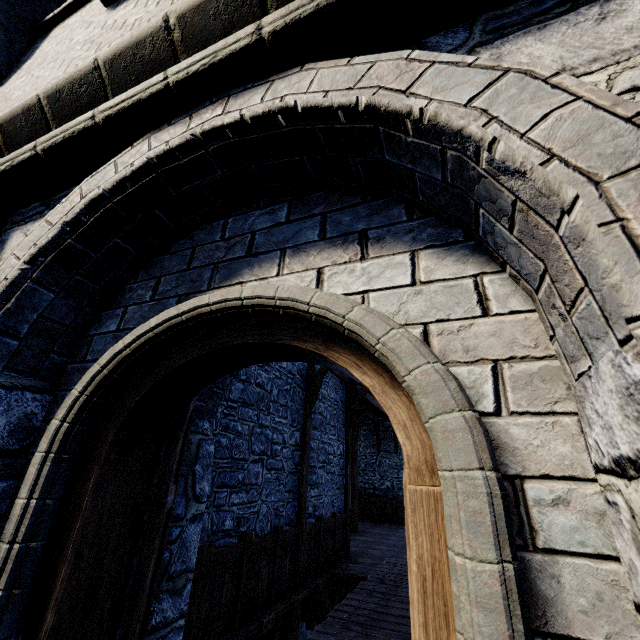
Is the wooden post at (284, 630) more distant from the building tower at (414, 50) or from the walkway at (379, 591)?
the building tower at (414, 50)

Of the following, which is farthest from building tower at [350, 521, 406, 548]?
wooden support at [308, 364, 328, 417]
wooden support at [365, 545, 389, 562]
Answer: wooden support at [308, 364, 328, 417]

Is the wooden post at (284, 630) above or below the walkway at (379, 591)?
below

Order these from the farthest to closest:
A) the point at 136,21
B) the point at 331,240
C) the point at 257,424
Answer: the point at 257,424 → the point at 136,21 → the point at 331,240

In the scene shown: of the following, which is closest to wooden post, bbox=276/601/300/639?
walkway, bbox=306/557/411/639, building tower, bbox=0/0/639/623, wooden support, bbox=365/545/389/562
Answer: walkway, bbox=306/557/411/639

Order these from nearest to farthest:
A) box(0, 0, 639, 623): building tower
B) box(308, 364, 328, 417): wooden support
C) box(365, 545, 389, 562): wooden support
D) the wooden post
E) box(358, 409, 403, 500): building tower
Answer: box(0, 0, 639, 623): building tower < the wooden post < box(308, 364, 328, 417): wooden support < box(365, 545, 389, 562): wooden support < box(358, 409, 403, 500): building tower

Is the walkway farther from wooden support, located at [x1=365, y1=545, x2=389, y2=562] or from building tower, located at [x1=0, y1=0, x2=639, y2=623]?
wooden support, located at [x1=365, y1=545, x2=389, y2=562]
